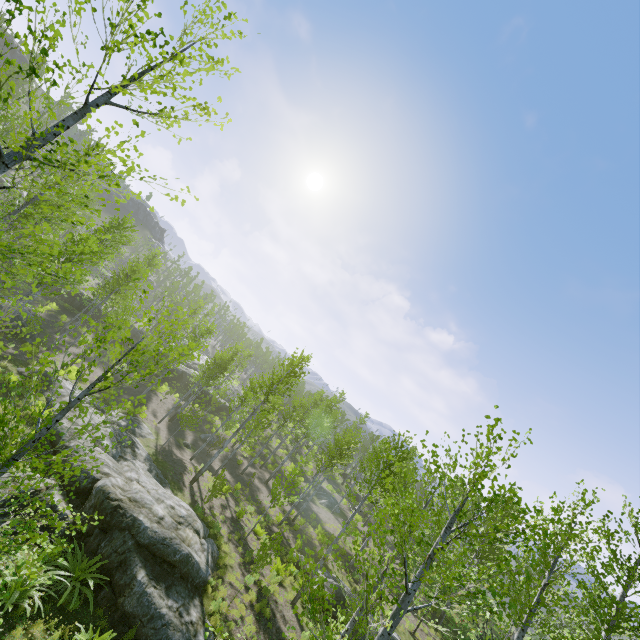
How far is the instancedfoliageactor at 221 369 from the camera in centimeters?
2189cm

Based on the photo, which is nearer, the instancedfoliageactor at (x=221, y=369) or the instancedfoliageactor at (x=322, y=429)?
the instancedfoliageactor at (x=322, y=429)

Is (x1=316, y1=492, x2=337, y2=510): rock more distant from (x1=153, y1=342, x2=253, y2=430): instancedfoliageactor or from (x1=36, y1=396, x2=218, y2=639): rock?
(x1=36, y1=396, x2=218, y2=639): rock

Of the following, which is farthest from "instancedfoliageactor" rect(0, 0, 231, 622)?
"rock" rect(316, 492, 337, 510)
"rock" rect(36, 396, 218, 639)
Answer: "rock" rect(36, 396, 218, 639)

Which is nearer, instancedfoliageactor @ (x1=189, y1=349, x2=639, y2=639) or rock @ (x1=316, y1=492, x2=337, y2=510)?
instancedfoliageactor @ (x1=189, y1=349, x2=639, y2=639)

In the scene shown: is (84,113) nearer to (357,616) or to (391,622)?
Answer: (391,622)

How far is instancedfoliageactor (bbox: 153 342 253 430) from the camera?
21.9 meters

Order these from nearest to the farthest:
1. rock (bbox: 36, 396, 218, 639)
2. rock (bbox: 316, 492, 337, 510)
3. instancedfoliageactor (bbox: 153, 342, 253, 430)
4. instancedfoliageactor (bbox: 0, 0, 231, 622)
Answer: instancedfoliageactor (bbox: 0, 0, 231, 622) < rock (bbox: 36, 396, 218, 639) < instancedfoliageactor (bbox: 153, 342, 253, 430) < rock (bbox: 316, 492, 337, 510)
